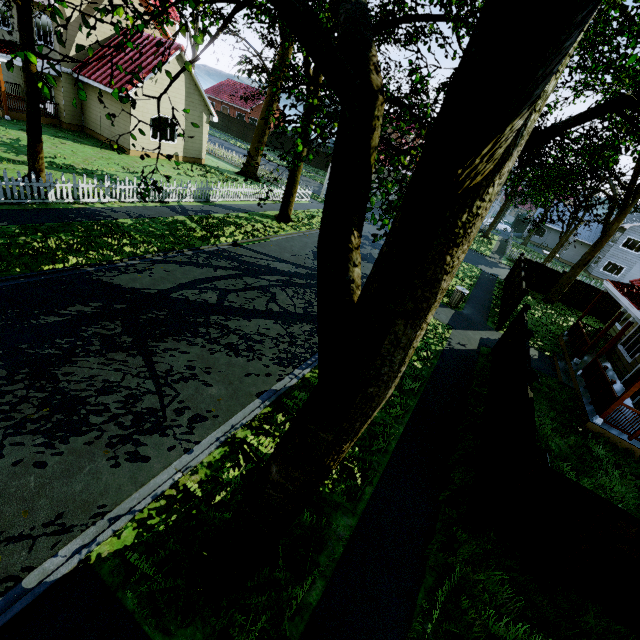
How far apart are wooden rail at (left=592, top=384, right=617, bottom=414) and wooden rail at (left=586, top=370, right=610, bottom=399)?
0.1m

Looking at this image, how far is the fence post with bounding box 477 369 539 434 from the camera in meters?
7.3

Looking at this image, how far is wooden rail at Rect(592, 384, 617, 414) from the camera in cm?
983

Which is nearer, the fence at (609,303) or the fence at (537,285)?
the fence at (537,285)

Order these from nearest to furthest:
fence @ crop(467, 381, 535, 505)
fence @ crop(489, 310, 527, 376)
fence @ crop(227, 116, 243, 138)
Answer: fence @ crop(467, 381, 535, 505), fence @ crop(489, 310, 527, 376), fence @ crop(227, 116, 243, 138)

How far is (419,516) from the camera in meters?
6.0 m

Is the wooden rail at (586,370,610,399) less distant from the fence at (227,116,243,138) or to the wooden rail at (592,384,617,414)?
the wooden rail at (592,384,617,414)

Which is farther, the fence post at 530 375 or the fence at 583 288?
the fence at 583 288
